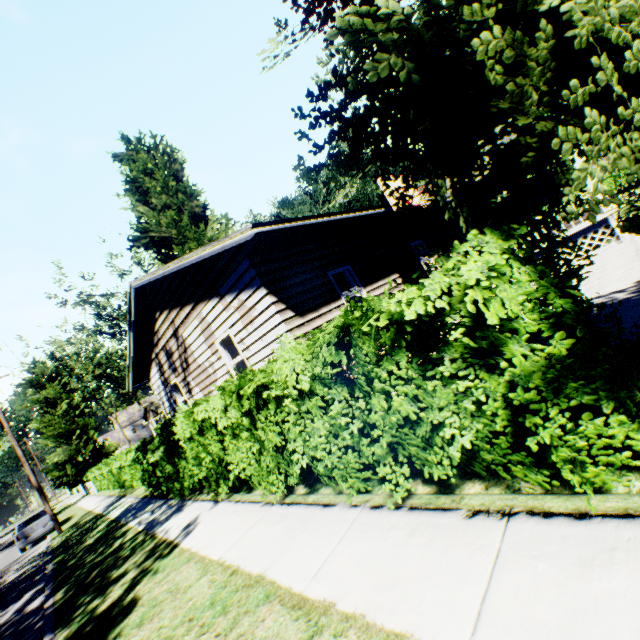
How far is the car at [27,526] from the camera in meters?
18.0 m

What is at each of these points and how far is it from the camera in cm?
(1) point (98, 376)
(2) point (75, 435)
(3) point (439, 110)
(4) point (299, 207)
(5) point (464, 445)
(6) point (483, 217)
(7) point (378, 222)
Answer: (1) plant, 5869
(2) plant, 3591
(3) tree, 253
(4) plant, 4531
(5) hedge, 285
(6) house, 1905
(7) house, 1045

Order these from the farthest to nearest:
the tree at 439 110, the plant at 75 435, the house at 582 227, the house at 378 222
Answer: the plant at 75 435 → the house at 582 227 → the house at 378 222 → the tree at 439 110

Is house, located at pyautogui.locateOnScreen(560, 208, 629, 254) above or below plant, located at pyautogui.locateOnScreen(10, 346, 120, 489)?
below

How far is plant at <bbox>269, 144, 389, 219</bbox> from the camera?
39.4m

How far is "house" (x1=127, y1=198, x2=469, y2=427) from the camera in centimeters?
709cm

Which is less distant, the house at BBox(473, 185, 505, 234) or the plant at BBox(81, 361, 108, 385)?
the house at BBox(473, 185, 505, 234)

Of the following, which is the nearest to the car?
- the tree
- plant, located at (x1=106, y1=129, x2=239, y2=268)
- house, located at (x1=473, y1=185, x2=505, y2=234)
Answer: plant, located at (x1=106, y1=129, x2=239, y2=268)
